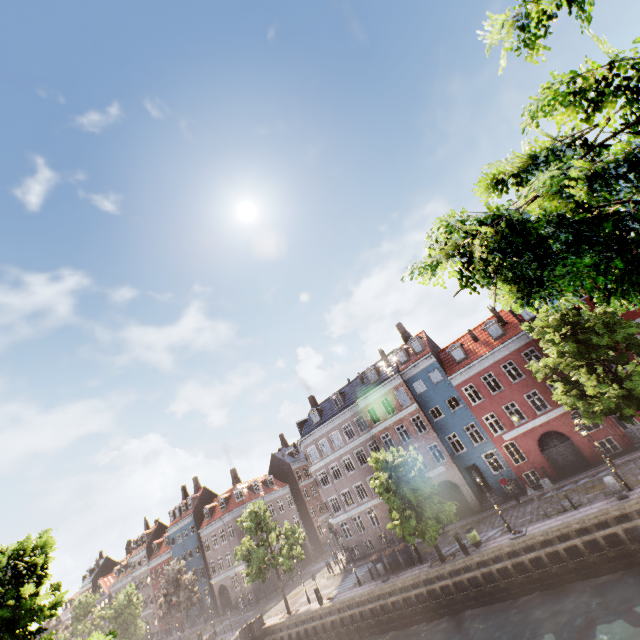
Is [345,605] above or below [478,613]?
above

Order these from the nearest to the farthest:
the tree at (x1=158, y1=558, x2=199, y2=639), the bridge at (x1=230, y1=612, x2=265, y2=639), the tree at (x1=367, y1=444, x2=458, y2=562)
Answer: the tree at (x1=367, y1=444, x2=458, y2=562)
the bridge at (x1=230, y1=612, x2=265, y2=639)
the tree at (x1=158, y1=558, x2=199, y2=639)

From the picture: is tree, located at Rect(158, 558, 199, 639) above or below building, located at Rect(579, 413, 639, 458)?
above

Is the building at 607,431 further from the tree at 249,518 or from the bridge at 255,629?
the bridge at 255,629

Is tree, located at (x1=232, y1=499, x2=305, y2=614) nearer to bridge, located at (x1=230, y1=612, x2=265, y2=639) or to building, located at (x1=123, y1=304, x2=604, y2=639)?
bridge, located at (x1=230, y1=612, x2=265, y2=639)

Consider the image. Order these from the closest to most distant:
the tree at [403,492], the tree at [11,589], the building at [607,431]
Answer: the tree at [11,589] < the tree at [403,492] < the building at [607,431]

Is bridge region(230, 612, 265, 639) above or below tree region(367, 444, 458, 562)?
below
